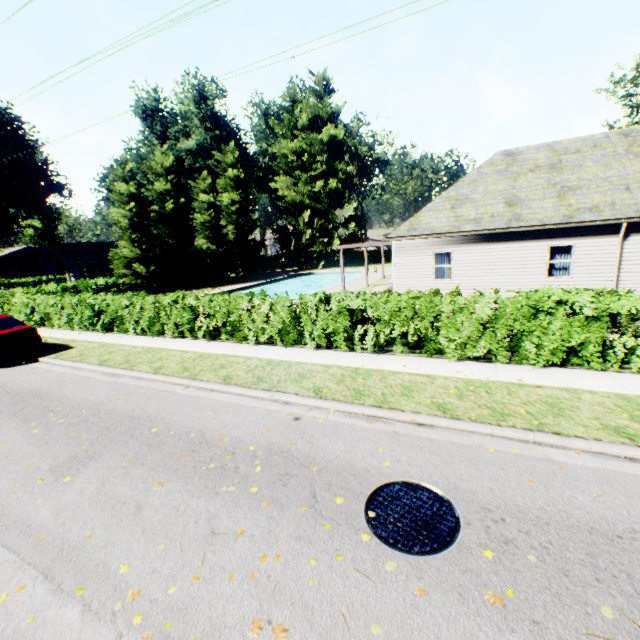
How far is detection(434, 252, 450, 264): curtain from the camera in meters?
16.8 m

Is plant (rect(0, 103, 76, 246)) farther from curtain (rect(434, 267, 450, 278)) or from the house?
curtain (rect(434, 267, 450, 278))

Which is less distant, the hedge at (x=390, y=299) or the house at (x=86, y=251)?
the hedge at (x=390, y=299)

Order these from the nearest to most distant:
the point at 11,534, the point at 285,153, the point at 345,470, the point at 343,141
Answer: the point at 11,534
the point at 345,470
the point at 343,141
the point at 285,153

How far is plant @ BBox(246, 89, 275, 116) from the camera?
57.72m

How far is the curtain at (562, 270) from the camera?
14.8 meters

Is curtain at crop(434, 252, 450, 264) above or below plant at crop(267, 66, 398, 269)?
below
